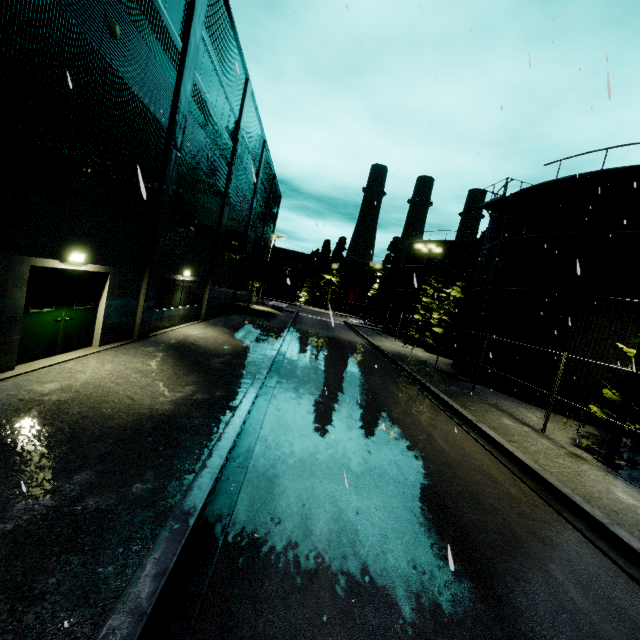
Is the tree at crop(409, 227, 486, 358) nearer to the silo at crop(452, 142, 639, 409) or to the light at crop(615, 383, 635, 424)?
the silo at crop(452, 142, 639, 409)

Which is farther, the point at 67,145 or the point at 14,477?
the point at 67,145

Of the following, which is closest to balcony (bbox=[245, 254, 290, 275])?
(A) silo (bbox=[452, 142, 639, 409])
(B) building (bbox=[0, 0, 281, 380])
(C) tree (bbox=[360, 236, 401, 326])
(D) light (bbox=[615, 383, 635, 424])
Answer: (B) building (bbox=[0, 0, 281, 380])

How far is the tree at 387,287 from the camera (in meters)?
49.69

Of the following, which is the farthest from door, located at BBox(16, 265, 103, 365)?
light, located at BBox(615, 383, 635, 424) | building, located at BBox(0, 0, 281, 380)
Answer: light, located at BBox(615, 383, 635, 424)

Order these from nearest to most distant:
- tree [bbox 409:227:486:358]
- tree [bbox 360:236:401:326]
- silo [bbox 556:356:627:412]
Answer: silo [bbox 556:356:627:412] < tree [bbox 409:227:486:358] < tree [bbox 360:236:401:326]

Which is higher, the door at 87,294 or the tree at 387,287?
the tree at 387,287

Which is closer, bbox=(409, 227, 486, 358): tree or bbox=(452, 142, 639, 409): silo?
bbox=(452, 142, 639, 409): silo
